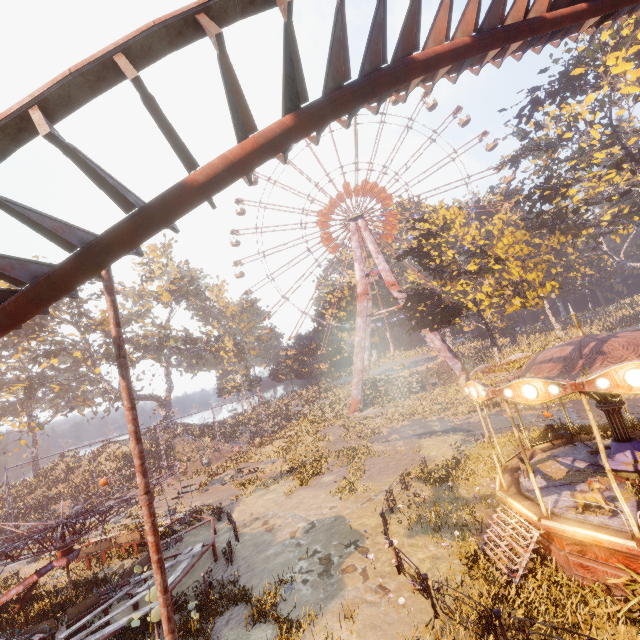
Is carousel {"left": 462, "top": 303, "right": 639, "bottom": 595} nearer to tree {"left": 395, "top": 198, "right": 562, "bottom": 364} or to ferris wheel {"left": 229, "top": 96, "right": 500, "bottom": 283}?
tree {"left": 395, "top": 198, "right": 562, "bottom": 364}

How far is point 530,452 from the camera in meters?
13.0 m

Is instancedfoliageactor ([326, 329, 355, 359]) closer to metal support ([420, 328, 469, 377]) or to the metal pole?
metal support ([420, 328, 469, 377])

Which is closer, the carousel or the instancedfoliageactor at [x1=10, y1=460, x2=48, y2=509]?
the carousel

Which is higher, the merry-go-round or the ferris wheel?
the ferris wheel

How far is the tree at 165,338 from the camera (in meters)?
43.06

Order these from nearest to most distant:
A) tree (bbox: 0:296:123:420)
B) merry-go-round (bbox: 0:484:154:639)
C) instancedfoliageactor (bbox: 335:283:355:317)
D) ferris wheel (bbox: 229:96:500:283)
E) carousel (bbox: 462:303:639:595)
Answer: carousel (bbox: 462:303:639:595) → merry-go-round (bbox: 0:484:154:639) → tree (bbox: 0:296:123:420) → ferris wheel (bbox: 229:96:500:283) → instancedfoliageactor (bbox: 335:283:355:317)

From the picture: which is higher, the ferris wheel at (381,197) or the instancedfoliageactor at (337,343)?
the ferris wheel at (381,197)
